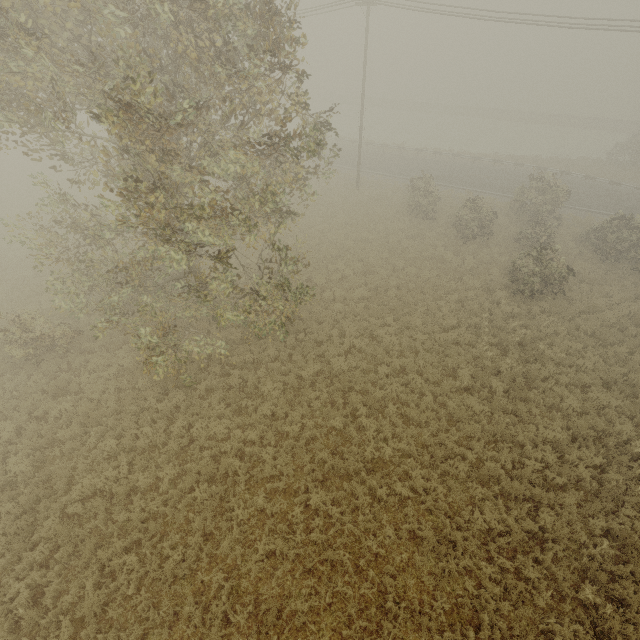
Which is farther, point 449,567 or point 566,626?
point 449,567
